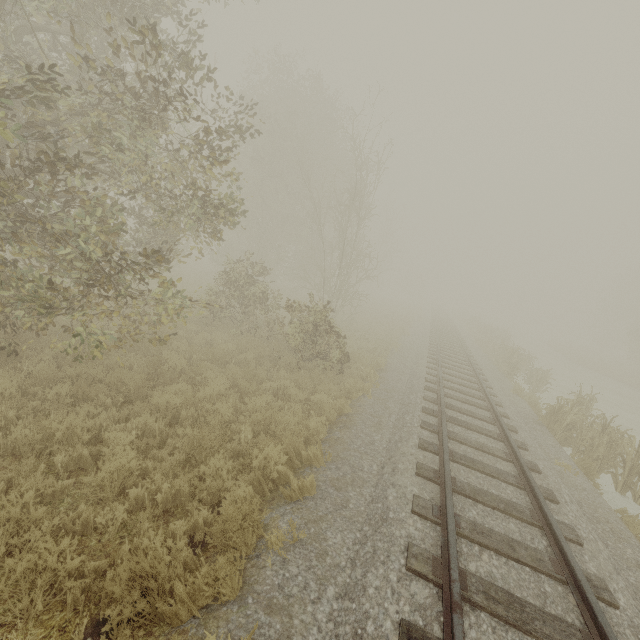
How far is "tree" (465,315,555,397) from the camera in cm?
1608

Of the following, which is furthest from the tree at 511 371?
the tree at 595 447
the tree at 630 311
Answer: the tree at 630 311

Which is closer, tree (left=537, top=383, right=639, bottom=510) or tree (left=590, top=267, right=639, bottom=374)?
tree (left=537, top=383, right=639, bottom=510)

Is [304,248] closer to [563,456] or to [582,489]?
[563,456]

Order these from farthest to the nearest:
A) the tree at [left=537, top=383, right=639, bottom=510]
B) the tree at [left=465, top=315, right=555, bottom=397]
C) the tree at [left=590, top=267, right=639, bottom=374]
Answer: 1. the tree at [left=590, top=267, right=639, bottom=374]
2. the tree at [left=465, top=315, right=555, bottom=397]
3. the tree at [left=537, top=383, right=639, bottom=510]

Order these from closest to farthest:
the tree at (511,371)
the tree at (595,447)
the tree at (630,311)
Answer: the tree at (595,447), the tree at (511,371), the tree at (630,311)

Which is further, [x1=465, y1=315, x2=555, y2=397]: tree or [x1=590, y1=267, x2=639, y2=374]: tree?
[x1=590, y1=267, x2=639, y2=374]: tree

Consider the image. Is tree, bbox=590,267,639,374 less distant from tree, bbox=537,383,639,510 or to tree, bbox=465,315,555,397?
tree, bbox=465,315,555,397
